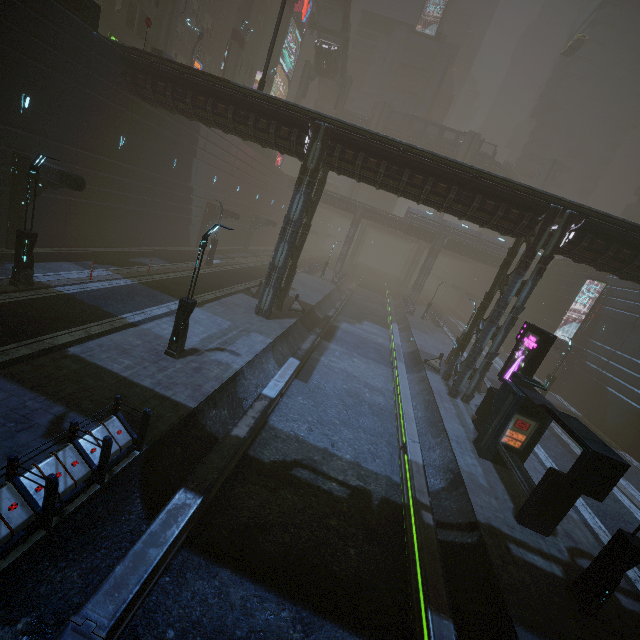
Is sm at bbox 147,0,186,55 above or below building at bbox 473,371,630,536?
above

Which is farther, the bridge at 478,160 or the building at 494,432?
the bridge at 478,160

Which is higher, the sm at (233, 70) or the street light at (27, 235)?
the sm at (233, 70)

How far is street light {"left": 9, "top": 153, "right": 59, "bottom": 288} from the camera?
12.4m

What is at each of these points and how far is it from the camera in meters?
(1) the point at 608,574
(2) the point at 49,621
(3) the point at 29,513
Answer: (1) street light, 8.2 m
(2) train rail, 5.6 m
(3) building, 5.9 m

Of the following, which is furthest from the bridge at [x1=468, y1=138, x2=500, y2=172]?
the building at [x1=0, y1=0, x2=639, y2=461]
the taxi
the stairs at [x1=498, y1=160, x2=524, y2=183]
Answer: the taxi

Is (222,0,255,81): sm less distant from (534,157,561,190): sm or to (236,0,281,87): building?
(236,0,281,87): building

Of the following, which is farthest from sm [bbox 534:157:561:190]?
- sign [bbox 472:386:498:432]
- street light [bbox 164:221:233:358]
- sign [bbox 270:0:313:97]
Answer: street light [bbox 164:221:233:358]
